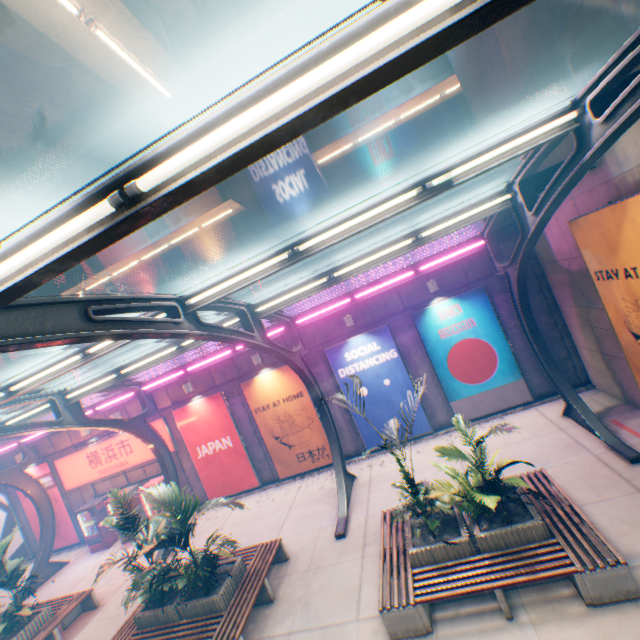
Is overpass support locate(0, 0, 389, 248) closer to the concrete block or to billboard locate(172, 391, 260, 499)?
the concrete block

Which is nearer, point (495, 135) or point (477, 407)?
point (495, 135)

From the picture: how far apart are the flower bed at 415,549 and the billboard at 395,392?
5.0 meters

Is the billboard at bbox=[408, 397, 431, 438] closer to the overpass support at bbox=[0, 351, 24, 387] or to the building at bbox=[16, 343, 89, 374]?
the overpass support at bbox=[0, 351, 24, 387]

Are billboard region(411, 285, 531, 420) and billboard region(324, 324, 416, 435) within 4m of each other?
yes

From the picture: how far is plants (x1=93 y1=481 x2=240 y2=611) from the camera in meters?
7.0

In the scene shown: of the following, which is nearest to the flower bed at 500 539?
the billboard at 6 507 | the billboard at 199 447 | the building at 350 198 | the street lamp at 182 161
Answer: the street lamp at 182 161

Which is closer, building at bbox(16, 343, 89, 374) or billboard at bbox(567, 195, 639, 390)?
billboard at bbox(567, 195, 639, 390)
